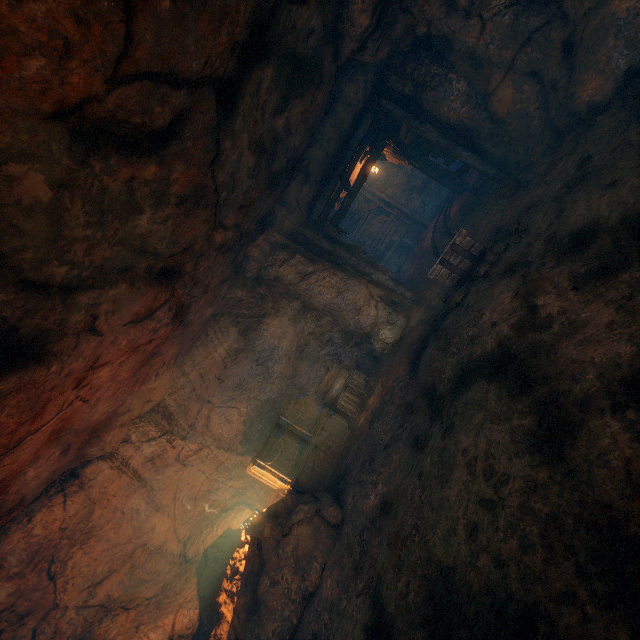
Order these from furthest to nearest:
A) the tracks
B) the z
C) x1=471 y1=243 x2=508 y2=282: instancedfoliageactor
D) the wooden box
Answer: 1. the z
2. the wooden box
3. the tracks
4. x1=471 y1=243 x2=508 y2=282: instancedfoliageactor

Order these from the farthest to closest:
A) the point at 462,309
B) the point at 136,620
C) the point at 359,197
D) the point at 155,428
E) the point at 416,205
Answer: the point at 416,205, the point at 359,197, the point at 155,428, the point at 136,620, the point at 462,309

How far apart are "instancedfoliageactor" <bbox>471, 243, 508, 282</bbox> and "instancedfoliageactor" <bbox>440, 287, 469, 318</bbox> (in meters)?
0.26

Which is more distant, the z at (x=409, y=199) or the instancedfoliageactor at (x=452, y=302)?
the z at (x=409, y=199)

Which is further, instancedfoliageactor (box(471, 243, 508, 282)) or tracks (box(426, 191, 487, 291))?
tracks (box(426, 191, 487, 291))

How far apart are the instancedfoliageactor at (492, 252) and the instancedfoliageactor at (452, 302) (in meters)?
0.26

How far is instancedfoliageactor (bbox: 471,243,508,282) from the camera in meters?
5.7

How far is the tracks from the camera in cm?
666
